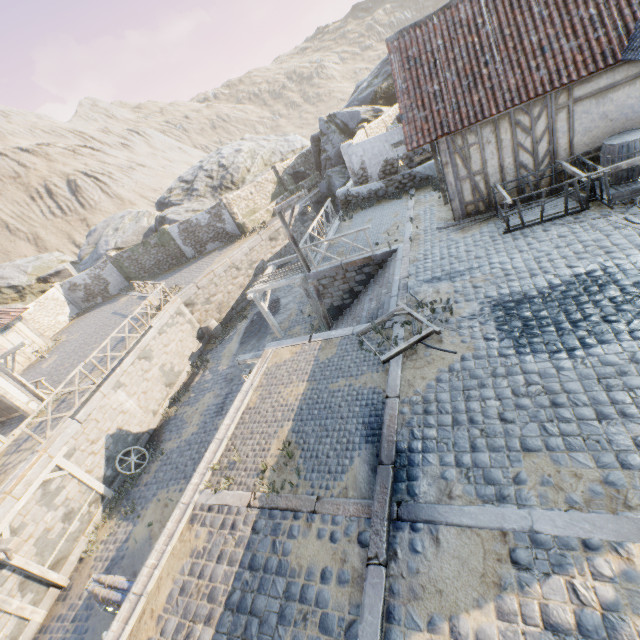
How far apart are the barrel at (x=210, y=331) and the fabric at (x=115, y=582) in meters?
14.4 m

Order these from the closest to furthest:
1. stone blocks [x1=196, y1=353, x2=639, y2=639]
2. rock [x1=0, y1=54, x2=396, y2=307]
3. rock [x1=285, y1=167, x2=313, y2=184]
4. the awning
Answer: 1. stone blocks [x1=196, y1=353, x2=639, y2=639]
2. the awning
3. rock [x1=0, y1=54, x2=396, y2=307]
4. rock [x1=285, y1=167, x2=313, y2=184]

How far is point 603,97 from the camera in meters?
8.6 m

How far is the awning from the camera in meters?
14.8

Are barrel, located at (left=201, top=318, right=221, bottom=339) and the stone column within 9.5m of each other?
yes

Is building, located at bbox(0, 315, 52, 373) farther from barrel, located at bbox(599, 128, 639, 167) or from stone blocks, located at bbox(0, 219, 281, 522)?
barrel, located at bbox(599, 128, 639, 167)

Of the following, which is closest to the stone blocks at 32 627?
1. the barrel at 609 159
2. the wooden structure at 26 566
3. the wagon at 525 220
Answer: the wooden structure at 26 566

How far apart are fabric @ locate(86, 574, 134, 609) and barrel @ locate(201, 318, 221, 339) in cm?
1445
